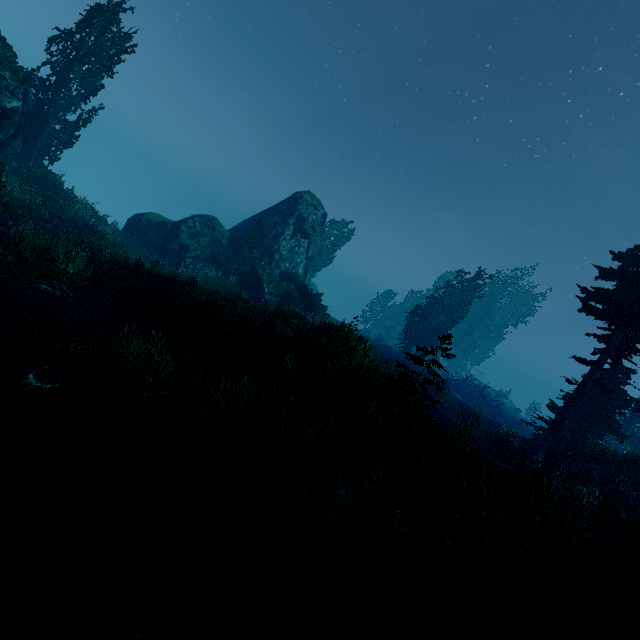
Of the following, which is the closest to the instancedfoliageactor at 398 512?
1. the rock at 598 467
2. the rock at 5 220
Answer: the rock at 598 467

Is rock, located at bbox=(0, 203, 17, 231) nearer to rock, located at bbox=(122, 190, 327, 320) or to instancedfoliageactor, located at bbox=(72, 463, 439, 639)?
instancedfoliageactor, located at bbox=(72, 463, 439, 639)

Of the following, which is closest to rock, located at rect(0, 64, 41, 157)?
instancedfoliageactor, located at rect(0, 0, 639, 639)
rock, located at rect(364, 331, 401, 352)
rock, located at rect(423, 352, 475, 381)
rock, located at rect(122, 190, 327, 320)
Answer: instancedfoliageactor, located at rect(0, 0, 639, 639)

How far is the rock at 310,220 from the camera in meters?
30.0 m

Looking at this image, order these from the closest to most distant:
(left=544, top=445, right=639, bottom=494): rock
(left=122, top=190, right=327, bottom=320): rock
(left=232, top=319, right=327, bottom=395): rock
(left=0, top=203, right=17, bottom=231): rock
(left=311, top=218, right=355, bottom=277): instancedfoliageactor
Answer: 1. (left=232, top=319, right=327, bottom=395): rock
2. (left=0, top=203, right=17, bottom=231): rock
3. (left=544, top=445, right=639, bottom=494): rock
4. (left=122, top=190, right=327, bottom=320): rock
5. (left=311, top=218, right=355, bottom=277): instancedfoliageactor

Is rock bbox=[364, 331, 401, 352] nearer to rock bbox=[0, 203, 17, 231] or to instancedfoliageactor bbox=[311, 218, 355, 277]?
instancedfoliageactor bbox=[311, 218, 355, 277]

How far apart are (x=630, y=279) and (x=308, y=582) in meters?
22.4 m

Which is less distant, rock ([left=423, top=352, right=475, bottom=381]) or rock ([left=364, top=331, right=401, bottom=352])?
rock ([left=364, top=331, right=401, bottom=352])
